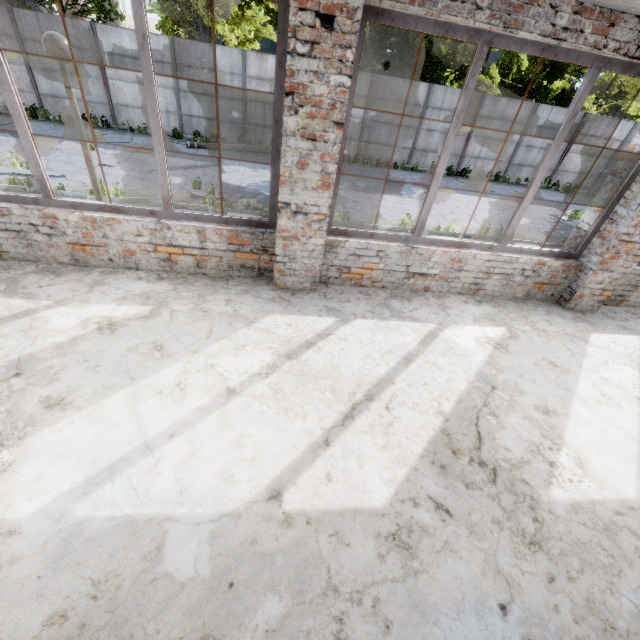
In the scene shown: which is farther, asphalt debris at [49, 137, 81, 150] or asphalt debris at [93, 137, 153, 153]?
asphalt debris at [93, 137, 153, 153]

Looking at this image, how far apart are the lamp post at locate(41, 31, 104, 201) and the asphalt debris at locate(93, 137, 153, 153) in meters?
9.0

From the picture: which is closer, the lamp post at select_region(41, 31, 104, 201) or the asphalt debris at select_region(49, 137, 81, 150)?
the lamp post at select_region(41, 31, 104, 201)

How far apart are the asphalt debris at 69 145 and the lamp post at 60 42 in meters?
9.0

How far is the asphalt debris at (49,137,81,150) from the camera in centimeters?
1150cm

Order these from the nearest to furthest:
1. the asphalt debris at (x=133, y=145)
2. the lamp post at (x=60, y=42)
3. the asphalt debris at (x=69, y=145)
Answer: the lamp post at (x=60, y=42), the asphalt debris at (x=69, y=145), the asphalt debris at (x=133, y=145)

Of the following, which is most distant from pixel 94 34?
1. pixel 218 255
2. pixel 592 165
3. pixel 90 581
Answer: pixel 592 165
